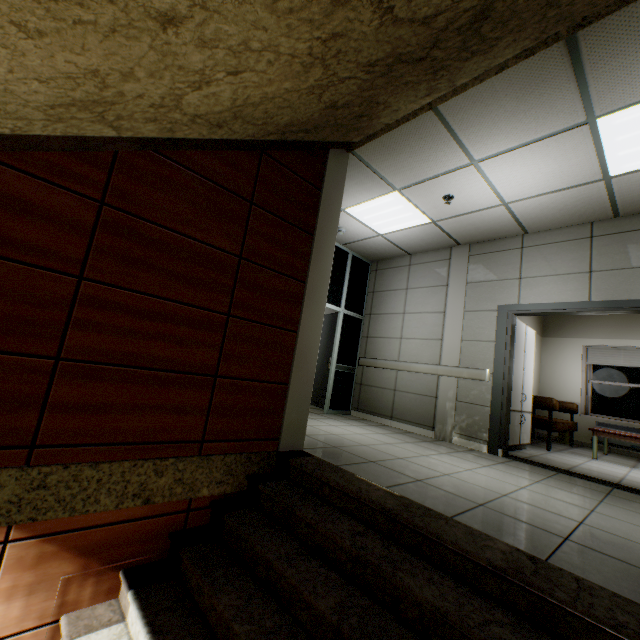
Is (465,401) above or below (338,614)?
above

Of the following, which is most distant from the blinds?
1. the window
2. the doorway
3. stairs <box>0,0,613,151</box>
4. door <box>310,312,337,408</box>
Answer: stairs <box>0,0,613,151</box>

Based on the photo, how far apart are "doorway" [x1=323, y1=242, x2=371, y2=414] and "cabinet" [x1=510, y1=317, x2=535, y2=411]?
2.44m

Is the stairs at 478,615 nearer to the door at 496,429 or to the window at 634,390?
the door at 496,429

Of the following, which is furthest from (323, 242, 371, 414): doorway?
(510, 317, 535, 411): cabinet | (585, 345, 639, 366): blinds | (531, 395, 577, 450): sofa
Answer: (585, 345, 639, 366): blinds

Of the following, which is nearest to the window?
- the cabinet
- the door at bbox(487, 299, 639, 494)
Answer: the cabinet

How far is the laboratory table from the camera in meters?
5.0

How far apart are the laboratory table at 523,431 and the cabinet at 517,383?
0.0 meters
